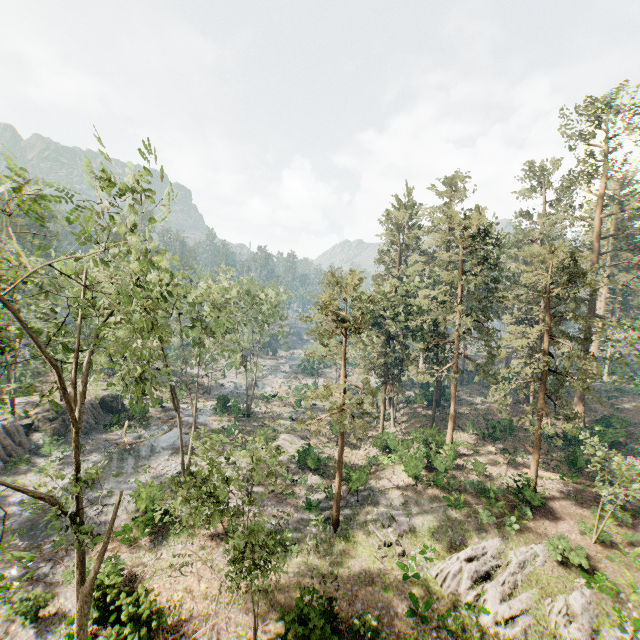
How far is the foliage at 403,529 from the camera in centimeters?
2055cm

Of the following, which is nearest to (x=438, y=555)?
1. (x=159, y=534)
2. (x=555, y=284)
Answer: (x=159, y=534)

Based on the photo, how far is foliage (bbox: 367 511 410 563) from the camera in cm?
2055

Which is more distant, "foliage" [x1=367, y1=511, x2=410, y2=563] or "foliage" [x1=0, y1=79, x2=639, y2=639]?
"foliage" [x1=367, y1=511, x2=410, y2=563]

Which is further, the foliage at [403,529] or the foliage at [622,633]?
the foliage at [403,529]

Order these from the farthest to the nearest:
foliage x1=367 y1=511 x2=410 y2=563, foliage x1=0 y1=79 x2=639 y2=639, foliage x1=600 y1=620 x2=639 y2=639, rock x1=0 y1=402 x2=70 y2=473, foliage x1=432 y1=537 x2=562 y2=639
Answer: rock x1=0 y1=402 x2=70 y2=473
foliage x1=367 y1=511 x2=410 y2=563
foliage x1=432 y1=537 x2=562 y2=639
foliage x1=600 y1=620 x2=639 y2=639
foliage x1=0 y1=79 x2=639 y2=639

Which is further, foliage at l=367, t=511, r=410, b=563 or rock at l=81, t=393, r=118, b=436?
rock at l=81, t=393, r=118, b=436
